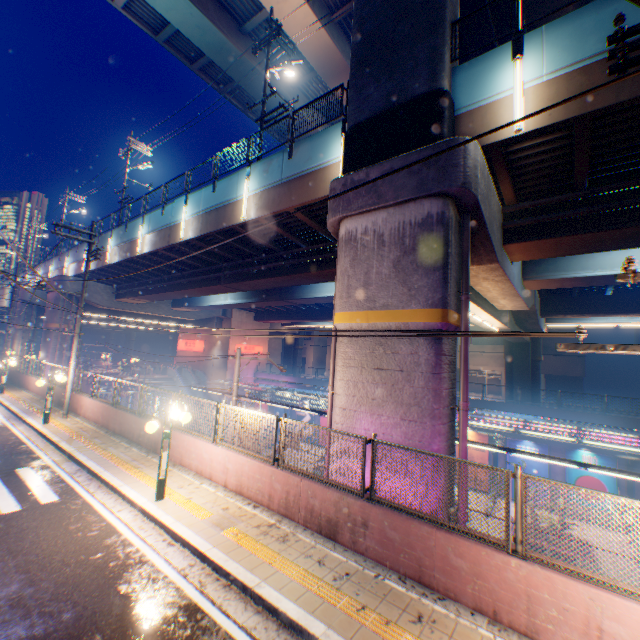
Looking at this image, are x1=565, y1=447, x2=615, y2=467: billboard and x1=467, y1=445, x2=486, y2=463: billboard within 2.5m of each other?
no

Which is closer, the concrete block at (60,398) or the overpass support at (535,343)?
the concrete block at (60,398)

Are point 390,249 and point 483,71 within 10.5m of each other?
yes

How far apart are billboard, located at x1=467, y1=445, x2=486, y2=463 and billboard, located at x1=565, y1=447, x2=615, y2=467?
4.7 meters

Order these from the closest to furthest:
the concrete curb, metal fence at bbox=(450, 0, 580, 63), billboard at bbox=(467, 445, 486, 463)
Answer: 1. the concrete curb
2. metal fence at bbox=(450, 0, 580, 63)
3. billboard at bbox=(467, 445, 486, 463)

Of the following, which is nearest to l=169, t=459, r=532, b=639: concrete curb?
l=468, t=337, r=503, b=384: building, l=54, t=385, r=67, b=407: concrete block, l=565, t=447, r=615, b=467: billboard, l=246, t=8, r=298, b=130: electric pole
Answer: l=54, t=385, r=67, b=407: concrete block

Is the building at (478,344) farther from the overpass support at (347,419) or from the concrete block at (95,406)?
the concrete block at (95,406)

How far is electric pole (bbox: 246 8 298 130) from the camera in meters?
14.5
